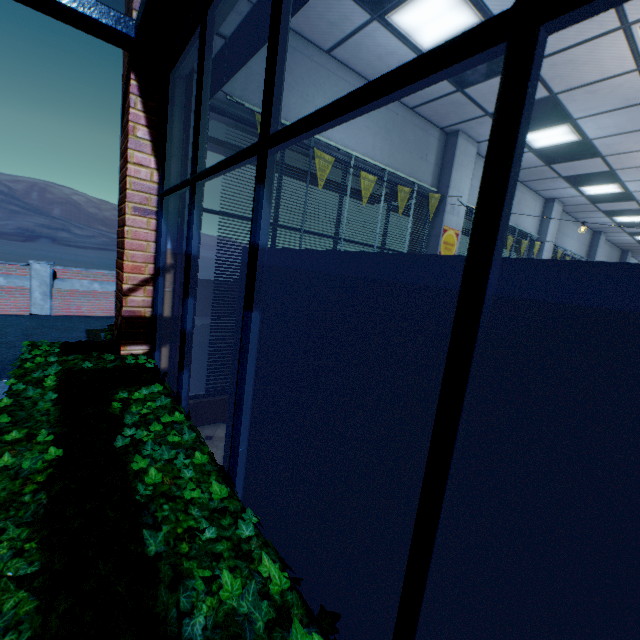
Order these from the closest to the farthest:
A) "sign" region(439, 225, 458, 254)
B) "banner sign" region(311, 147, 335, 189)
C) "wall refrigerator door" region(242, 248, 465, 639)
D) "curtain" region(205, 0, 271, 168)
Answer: "wall refrigerator door" region(242, 248, 465, 639) → "curtain" region(205, 0, 271, 168) → "banner sign" region(311, 147, 335, 189) → "sign" region(439, 225, 458, 254)

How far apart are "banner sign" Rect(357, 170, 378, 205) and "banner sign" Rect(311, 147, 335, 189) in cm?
51

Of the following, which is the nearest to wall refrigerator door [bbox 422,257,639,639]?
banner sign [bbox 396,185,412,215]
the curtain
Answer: the curtain

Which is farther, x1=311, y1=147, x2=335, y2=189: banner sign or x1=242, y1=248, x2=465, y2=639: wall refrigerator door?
x1=311, y1=147, x2=335, y2=189: banner sign

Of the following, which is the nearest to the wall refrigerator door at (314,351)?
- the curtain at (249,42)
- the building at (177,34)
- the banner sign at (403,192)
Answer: the building at (177,34)

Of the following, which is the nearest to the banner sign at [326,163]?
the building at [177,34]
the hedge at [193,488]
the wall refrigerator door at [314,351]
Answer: the building at [177,34]

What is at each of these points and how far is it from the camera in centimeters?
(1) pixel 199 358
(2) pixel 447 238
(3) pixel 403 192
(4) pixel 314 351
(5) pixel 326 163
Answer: (1) hedge, 421cm
(2) sign, 622cm
(3) banner sign, 522cm
(4) wall refrigerator door, 183cm
(5) banner sign, 424cm

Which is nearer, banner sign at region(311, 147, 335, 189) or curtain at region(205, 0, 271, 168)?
curtain at region(205, 0, 271, 168)
